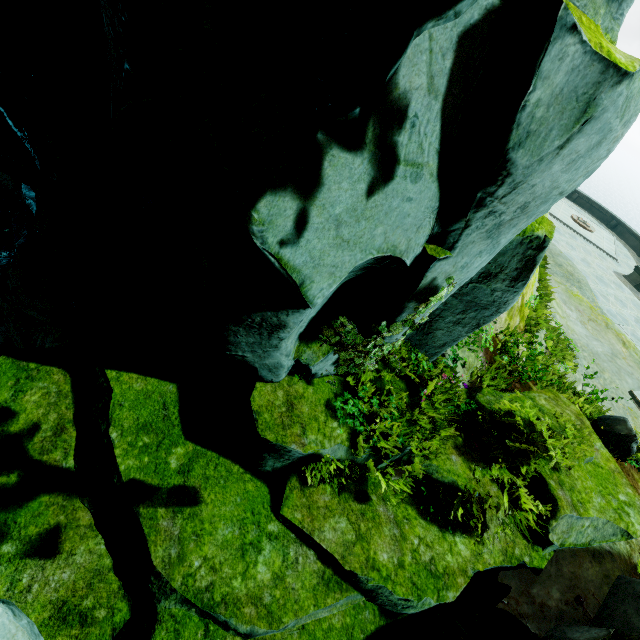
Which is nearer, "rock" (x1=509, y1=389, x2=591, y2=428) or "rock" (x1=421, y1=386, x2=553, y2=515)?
"rock" (x1=421, y1=386, x2=553, y2=515)

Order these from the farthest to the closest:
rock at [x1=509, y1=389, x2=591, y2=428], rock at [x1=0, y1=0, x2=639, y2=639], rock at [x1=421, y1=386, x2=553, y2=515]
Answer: rock at [x1=509, y1=389, x2=591, y2=428]
rock at [x1=421, y1=386, x2=553, y2=515]
rock at [x1=0, y1=0, x2=639, y2=639]

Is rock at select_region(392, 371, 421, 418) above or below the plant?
below

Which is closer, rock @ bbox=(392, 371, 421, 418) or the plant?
the plant

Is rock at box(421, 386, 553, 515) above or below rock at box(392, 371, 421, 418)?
below

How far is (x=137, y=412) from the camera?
4.41m

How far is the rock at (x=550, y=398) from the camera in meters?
6.0

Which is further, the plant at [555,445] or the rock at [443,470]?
the rock at [443,470]
